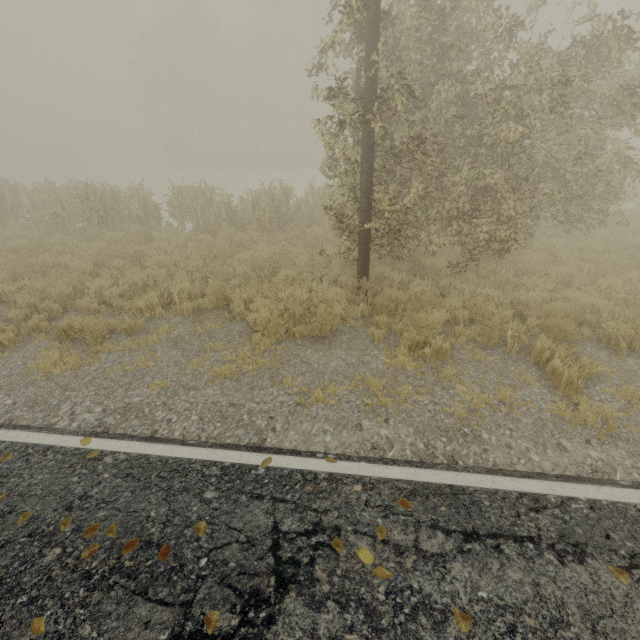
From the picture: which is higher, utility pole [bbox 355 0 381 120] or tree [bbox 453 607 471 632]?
utility pole [bbox 355 0 381 120]

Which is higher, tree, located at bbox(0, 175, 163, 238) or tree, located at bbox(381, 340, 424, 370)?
tree, located at bbox(0, 175, 163, 238)

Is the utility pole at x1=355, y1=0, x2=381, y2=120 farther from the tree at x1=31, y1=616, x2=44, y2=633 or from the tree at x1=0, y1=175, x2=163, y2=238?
the tree at x1=0, y1=175, x2=163, y2=238

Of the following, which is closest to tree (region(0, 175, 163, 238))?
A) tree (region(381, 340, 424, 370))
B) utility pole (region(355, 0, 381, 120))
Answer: utility pole (region(355, 0, 381, 120))

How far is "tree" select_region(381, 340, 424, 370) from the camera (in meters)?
5.32

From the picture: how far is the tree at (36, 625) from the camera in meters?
2.4

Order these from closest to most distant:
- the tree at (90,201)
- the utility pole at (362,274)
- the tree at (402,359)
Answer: the tree at (402,359) < the utility pole at (362,274) < the tree at (90,201)

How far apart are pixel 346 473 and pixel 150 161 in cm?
6014
